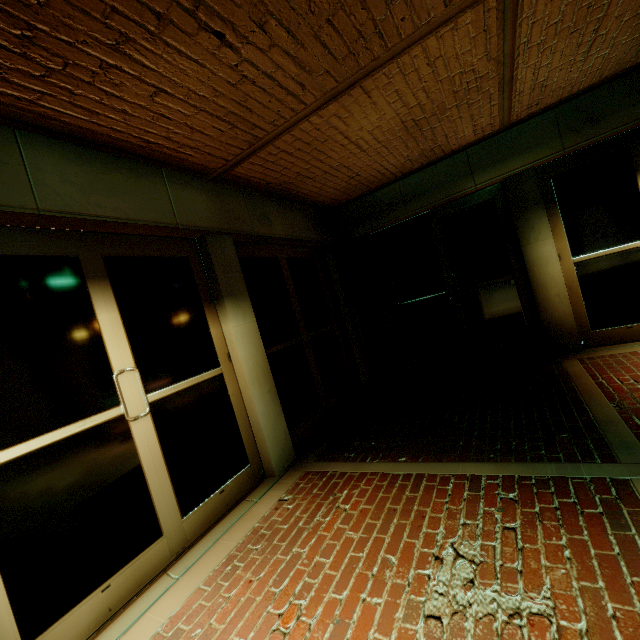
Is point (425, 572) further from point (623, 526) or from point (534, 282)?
point (534, 282)
